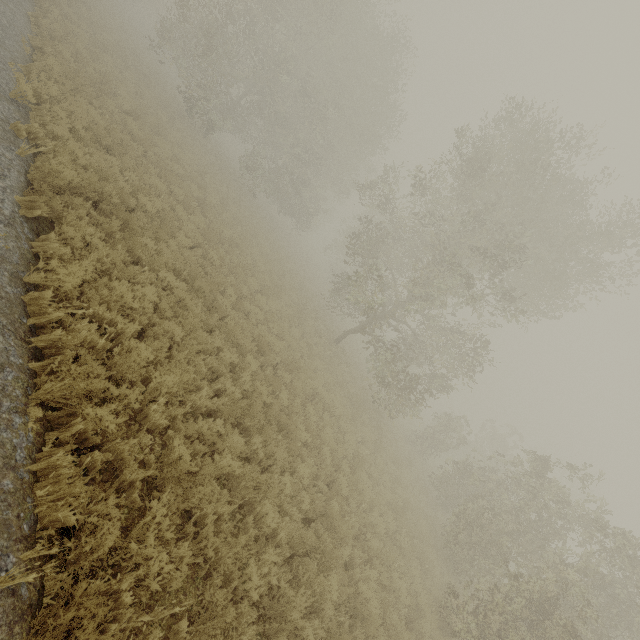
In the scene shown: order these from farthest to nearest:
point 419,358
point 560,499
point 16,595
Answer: point 419,358, point 560,499, point 16,595

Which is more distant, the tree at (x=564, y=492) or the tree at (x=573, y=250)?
the tree at (x=573, y=250)

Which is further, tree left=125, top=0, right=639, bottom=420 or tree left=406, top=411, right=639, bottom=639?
tree left=125, top=0, right=639, bottom=420
